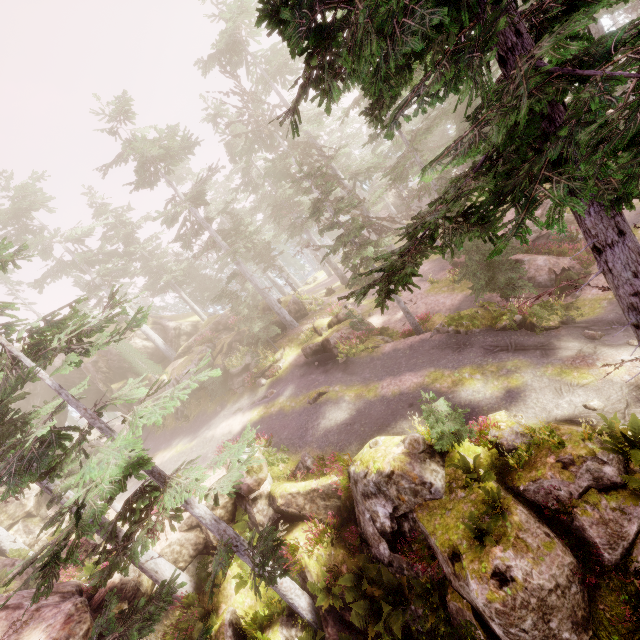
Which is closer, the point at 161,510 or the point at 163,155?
the point at 161,510

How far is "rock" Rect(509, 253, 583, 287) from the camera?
18.72m

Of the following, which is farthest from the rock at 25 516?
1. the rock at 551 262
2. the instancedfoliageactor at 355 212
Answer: the rock at 551 262

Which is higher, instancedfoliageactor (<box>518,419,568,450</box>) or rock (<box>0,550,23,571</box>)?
rock (<box>0,550,23,571</box>)

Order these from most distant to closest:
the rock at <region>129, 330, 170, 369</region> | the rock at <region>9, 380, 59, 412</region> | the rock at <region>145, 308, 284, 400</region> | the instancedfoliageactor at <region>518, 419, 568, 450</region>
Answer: the rock at <region>129, 330, 170, 369</region>, the rock at <region>9, 380, 59, 412</region>, the rock at <region>145, 308, 284, 400</region>, the instancedfoliageactor at <region>518, 419, 568, 450</region>

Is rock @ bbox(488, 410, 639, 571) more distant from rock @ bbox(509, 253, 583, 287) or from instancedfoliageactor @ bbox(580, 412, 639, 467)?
rock @ bbox(509, 253, 583, 287)

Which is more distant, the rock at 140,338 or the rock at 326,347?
the rock at 140,338

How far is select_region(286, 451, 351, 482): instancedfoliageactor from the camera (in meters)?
13.94
